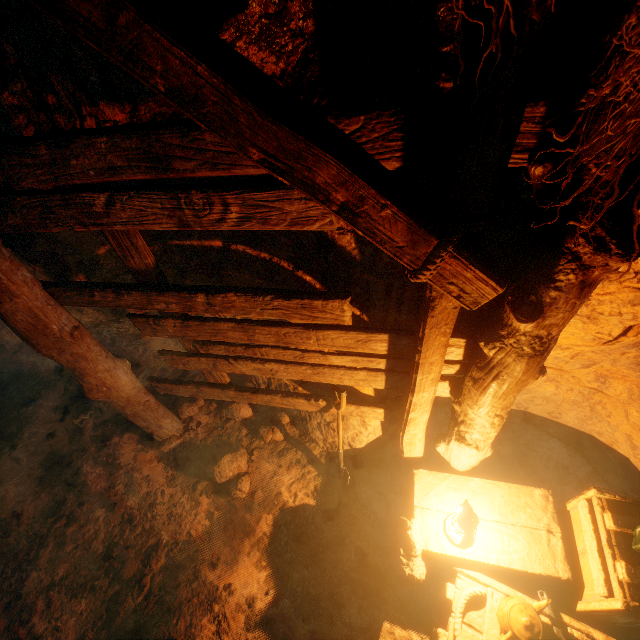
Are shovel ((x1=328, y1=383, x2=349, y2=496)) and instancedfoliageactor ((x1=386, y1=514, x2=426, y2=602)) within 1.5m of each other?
yes

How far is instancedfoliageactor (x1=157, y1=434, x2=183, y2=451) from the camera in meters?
3.9

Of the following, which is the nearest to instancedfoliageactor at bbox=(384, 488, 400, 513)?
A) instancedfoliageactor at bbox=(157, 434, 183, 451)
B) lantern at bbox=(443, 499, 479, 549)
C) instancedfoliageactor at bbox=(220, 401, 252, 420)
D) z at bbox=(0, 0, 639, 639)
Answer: z at bbox=(0, 0, 639, 639)

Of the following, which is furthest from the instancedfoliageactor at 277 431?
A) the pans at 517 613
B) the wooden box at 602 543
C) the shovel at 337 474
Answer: the pans at 517 613

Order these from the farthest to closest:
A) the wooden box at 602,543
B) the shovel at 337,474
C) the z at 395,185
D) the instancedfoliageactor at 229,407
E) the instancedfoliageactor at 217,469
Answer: A: the instancedfoliageactor at 229,407, the instancedfoliageactor at 217,469, the shovel at 337,474, the wooden box at 602,543, the z at 395,185

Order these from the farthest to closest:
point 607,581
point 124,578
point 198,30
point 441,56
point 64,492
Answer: point 64,492 → point 124,578 → point 607,581 → point 441,56 → point 198,30

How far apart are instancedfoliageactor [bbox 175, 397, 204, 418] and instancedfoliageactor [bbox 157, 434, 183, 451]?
0.3 meters

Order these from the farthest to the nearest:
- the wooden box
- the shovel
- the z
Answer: the shovel, the wooden box, the z
